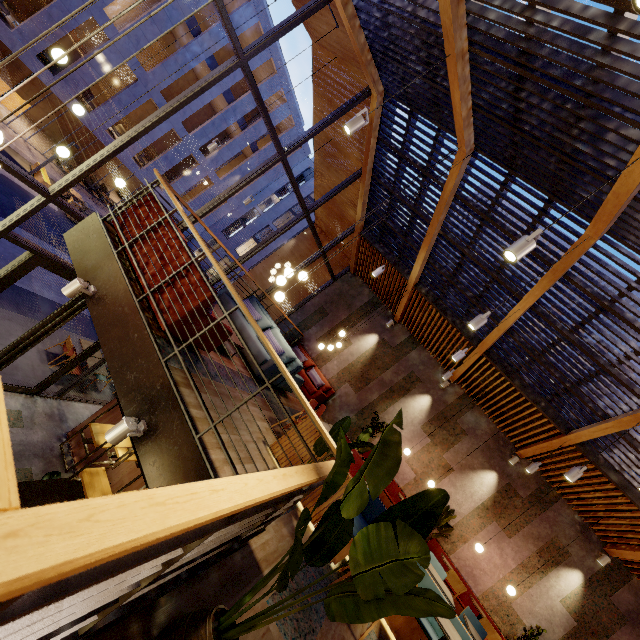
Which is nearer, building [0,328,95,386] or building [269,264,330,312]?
building [0,328,95,386]

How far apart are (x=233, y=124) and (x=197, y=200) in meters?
6.5

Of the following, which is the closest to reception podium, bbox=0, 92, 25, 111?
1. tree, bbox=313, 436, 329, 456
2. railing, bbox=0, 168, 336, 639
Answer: railing, bbox=0, 168, 336, 639

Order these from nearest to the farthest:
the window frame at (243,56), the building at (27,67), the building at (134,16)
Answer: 1. the window frame at (243,56)
2. the building at (27,67)
3. the building at (134,16)

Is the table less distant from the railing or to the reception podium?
the railing

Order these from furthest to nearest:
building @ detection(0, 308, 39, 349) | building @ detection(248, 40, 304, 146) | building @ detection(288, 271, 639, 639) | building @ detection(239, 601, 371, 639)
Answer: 1. building @ detection(248, 40, 304, 146)
2. building @ detection(0, 308, 39, 349)
3. building @ detection(288, 271, 639, 639)
4. building @ detection(239, 601, 371, 639)

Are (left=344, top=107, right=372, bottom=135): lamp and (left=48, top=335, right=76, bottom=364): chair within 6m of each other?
no

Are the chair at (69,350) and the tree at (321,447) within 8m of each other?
no
